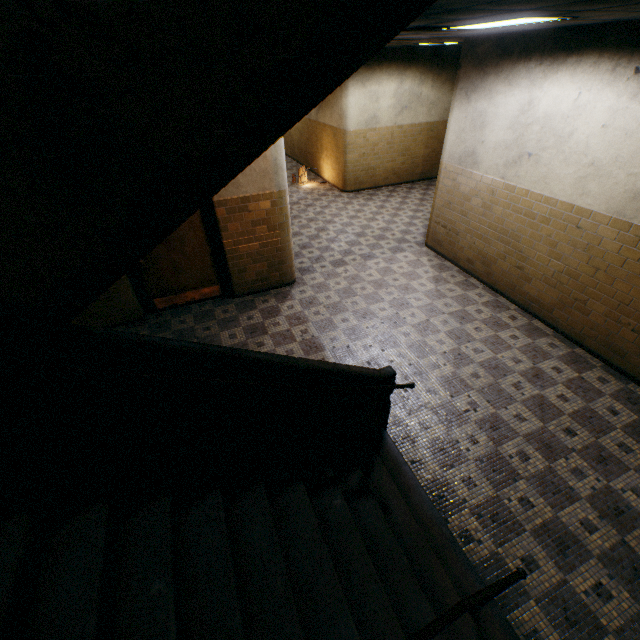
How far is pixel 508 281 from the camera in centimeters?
612cm

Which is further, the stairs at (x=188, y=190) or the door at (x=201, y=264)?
the door at (x=201, y=264)

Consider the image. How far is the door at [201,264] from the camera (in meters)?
5.62

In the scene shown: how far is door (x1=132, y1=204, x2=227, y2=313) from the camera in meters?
5.6 m

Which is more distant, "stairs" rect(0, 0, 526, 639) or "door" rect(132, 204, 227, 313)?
"door" rect(132, 204, 227, 313)
